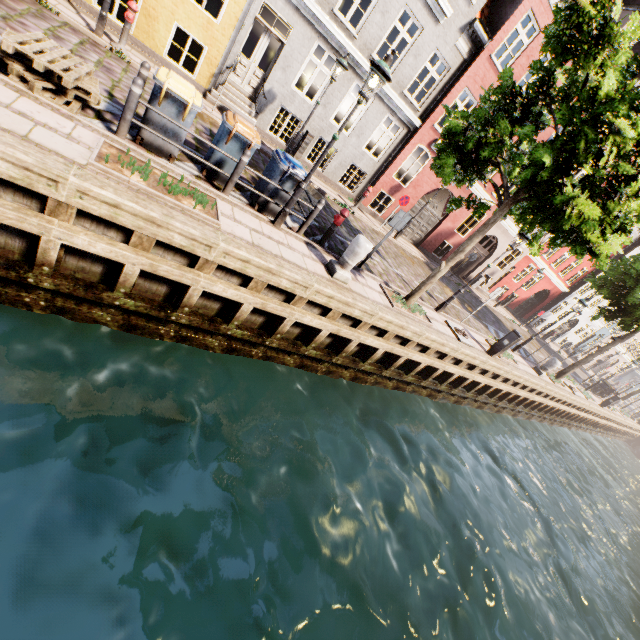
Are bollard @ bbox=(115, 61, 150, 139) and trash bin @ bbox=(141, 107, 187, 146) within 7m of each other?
yes

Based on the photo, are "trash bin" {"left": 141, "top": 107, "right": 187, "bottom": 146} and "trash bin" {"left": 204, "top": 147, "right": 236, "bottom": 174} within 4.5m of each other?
yes

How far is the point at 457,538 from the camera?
Result: 7.8 meters

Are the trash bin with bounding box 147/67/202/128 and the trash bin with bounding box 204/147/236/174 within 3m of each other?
yes

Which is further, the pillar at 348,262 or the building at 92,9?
the building at 92,9

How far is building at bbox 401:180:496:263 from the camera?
17.4 meters

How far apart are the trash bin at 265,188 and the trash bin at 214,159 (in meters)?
0.35

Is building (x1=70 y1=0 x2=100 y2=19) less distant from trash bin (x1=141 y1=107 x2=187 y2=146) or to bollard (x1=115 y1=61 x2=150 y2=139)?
trash bin (x1=141 y1=107 x2=187 y2=146)
